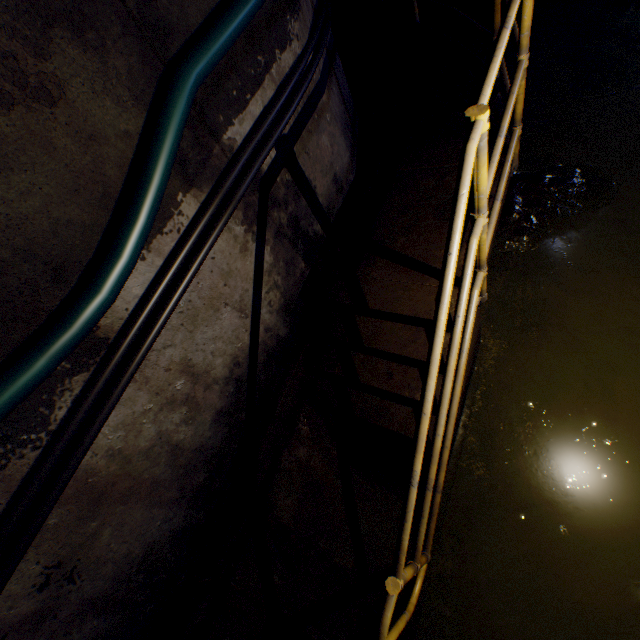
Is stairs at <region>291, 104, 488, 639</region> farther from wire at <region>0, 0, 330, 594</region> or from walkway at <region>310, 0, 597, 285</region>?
wire at <region>0, 0, 330, 594</region>

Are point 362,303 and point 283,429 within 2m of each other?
yes

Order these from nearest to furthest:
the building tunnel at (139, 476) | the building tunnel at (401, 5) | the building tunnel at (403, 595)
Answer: the building tunnel at (139, 476), the building tunnel at (403, 595), the building tunnel at (401, 5)

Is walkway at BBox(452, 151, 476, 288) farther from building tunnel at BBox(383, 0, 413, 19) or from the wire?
the wire

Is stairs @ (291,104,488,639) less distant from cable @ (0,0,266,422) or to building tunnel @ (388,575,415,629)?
building tunnel @ (388,575,415,629)

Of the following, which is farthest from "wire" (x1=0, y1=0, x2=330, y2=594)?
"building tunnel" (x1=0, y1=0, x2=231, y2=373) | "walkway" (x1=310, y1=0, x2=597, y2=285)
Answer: "walkway" (x1=310, y1=0, x2=597, y2=285)

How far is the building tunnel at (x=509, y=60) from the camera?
4.4 meters
